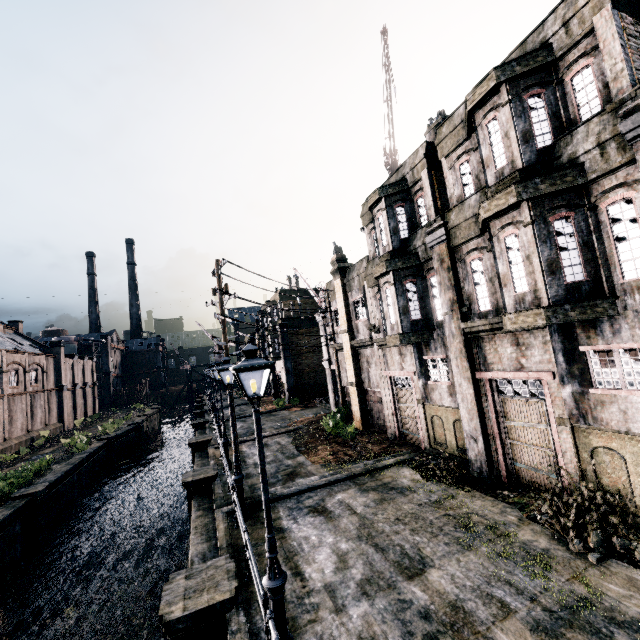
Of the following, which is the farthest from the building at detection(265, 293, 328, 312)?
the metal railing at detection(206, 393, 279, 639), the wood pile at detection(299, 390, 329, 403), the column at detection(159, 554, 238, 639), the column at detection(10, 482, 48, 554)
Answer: the column at detection(159, 554, 238, 639)

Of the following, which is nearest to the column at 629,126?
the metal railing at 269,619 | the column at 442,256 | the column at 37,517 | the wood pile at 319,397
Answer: the column at 442,256

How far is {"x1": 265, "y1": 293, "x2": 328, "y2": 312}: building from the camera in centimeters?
4031cm

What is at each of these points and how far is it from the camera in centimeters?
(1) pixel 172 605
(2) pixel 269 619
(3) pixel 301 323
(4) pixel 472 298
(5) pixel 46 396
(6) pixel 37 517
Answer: (1) column, 708cm
(2) metal railing, 550cm
(3) building, 4038cm
(4) building, 1218cm
(5) building, 4056cm
(6) column, 1830cm

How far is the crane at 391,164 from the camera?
16.4 meters

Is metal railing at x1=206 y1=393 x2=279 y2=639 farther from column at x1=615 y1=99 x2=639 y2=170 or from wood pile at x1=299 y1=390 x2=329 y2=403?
wood pile at x1=299 y1=390 x2=329 y2=403

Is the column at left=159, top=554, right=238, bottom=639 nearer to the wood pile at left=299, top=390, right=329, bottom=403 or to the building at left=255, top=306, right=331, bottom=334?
the wood pile at left=299, top=390, right=329, bottom=403

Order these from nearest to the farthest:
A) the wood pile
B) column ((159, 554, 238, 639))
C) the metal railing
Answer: the metal railing < column ((159, 554, 238, 639)) < the wood pile
